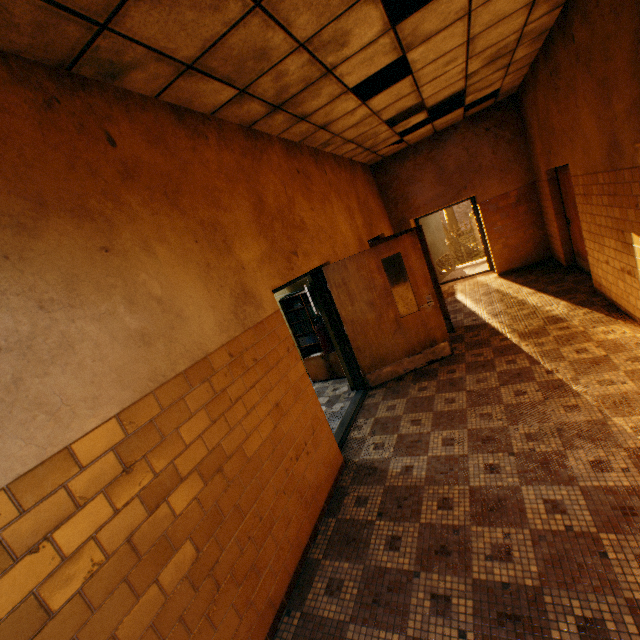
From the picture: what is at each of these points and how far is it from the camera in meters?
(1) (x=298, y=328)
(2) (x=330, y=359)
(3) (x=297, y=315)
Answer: (1) book, 6.2 m
(2) bookcase, 6.1 m
(3) book, 6.1 m

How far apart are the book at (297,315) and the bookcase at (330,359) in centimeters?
1cm

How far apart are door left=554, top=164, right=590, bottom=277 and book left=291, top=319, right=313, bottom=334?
4.55m

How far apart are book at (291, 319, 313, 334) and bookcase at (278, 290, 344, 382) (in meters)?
0.01

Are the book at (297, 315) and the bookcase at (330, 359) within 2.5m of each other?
yes

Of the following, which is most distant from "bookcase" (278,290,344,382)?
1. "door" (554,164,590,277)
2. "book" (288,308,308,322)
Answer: "door" (554,164,590,277)

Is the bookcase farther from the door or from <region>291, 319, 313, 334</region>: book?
the door
